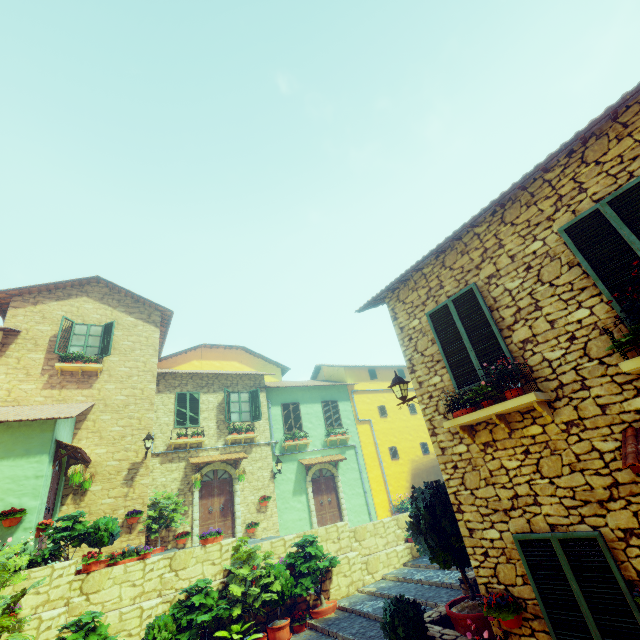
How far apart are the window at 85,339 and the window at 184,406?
3.3m

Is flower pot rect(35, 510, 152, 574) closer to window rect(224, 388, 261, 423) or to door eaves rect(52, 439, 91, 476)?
door eaves rect(52, 439, 91, 476)

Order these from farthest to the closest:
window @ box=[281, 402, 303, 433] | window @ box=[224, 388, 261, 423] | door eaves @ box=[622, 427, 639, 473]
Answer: window @ box=[281, 402, 303, 433] < window @ box=[224, 388, 261, 423] < door eaves @ box=[622, 427, 639, 473]

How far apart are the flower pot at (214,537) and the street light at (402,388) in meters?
6.9 m

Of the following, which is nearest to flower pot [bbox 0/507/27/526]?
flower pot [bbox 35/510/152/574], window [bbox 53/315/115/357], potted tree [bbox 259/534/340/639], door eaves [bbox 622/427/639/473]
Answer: flower pot [bbox 35/510/152/574]

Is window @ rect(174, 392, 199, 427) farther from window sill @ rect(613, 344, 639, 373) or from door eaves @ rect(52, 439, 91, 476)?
window sill @ rect(613, 344, 639, 373)

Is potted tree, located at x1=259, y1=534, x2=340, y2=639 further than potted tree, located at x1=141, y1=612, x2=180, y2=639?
Yes

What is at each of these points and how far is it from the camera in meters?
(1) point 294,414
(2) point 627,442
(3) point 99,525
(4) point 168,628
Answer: (1) window, 18.0
(2) door eaves, 3.6
(3) flower pot, 8.9
(4) potted tree, 7.4
